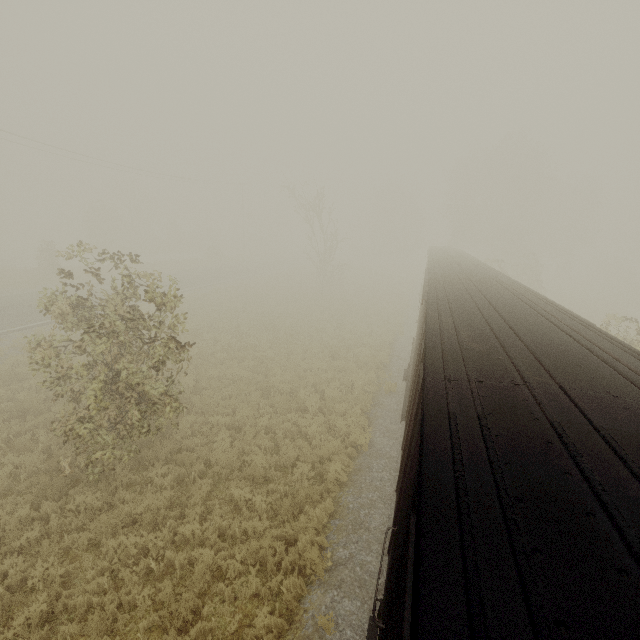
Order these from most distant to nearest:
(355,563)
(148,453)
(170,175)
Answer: (170,175) < (148,453) < (355,563)
